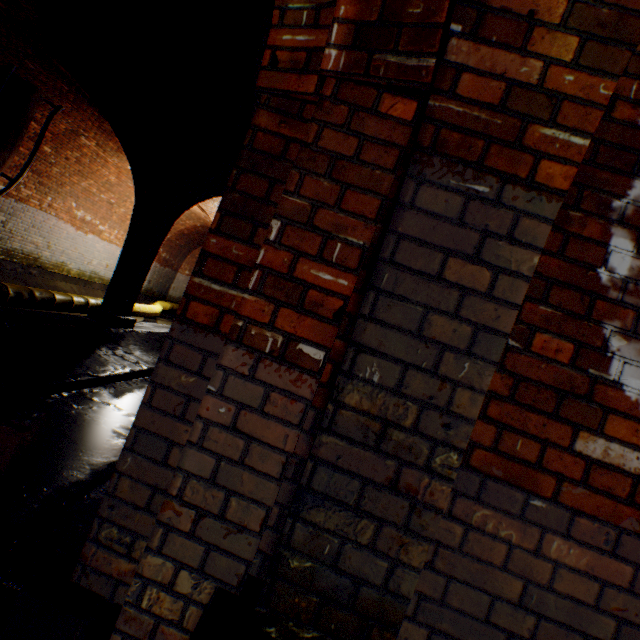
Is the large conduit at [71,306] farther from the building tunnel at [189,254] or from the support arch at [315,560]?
the support arch at [315,560]

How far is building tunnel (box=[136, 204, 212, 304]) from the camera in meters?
14.5

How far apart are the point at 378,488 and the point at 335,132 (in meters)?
1.20

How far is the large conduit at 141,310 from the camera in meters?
9.7

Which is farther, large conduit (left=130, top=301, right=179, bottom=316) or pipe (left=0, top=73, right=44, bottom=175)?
large conduit (left=130, top=301, right=179, bottom=316)

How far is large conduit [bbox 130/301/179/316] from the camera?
9.7m

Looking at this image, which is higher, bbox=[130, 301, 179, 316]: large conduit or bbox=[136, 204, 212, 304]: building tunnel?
bbox=[136, 204, 212, 304]: building tunnel

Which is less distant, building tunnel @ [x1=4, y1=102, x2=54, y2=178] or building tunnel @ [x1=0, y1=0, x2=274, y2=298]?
building tunnel @ [x1=0, y1=0, x2=274, y2=298]
